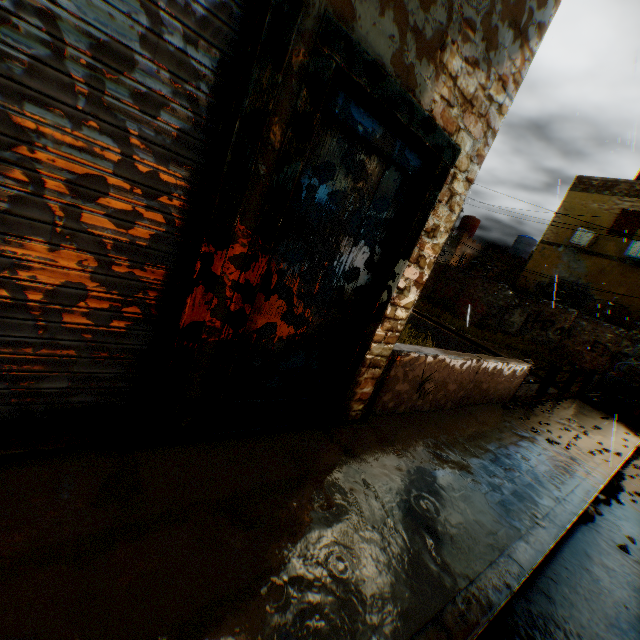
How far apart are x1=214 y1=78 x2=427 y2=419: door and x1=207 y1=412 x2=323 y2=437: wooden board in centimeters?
1cm

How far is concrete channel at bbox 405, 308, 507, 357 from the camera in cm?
1677

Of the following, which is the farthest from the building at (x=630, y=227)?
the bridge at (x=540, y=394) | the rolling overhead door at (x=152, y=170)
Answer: the bridge at (x=540, y=394)

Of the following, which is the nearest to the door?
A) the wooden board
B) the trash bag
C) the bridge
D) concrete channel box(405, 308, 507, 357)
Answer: the wooden board

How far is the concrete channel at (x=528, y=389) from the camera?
14.33m

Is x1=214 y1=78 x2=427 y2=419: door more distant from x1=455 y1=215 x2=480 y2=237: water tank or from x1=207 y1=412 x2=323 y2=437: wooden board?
x1=455 y1=215 x2=480 y2=237: water tank

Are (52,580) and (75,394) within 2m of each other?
yes
